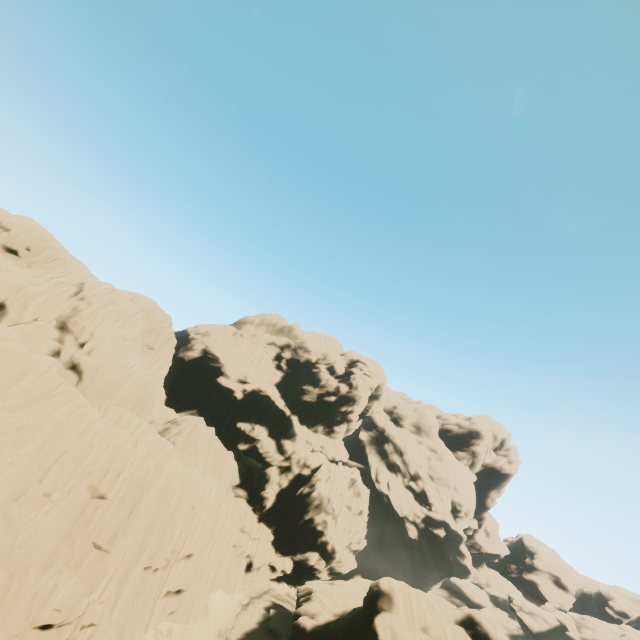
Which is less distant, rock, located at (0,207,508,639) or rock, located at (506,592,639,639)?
rock, located at (0,207,508,639)

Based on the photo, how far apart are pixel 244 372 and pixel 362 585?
34.99m

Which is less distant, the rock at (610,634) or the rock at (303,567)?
the rock at (303,567)
